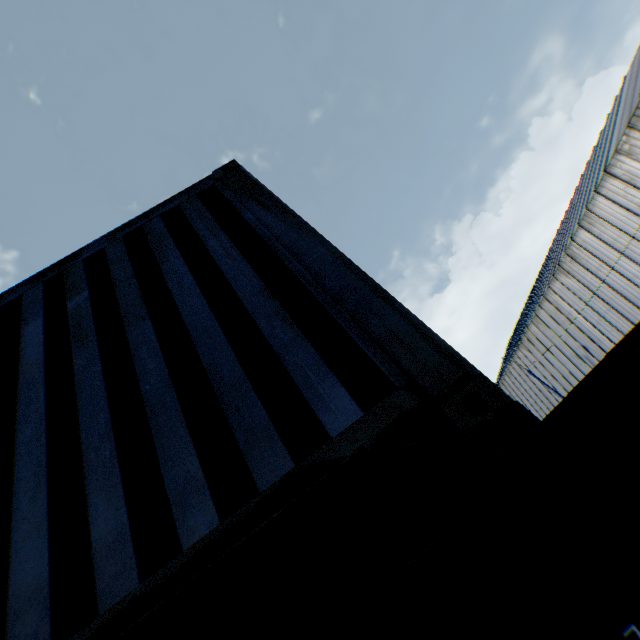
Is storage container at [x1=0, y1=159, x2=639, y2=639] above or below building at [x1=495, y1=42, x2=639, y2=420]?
below

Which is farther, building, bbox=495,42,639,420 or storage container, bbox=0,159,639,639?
building, bbox=495,42,639,420

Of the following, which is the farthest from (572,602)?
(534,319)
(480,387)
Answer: (534,319)

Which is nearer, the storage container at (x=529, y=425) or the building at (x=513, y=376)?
the storage container at (x=529, y=425)

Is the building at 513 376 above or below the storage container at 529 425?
above
